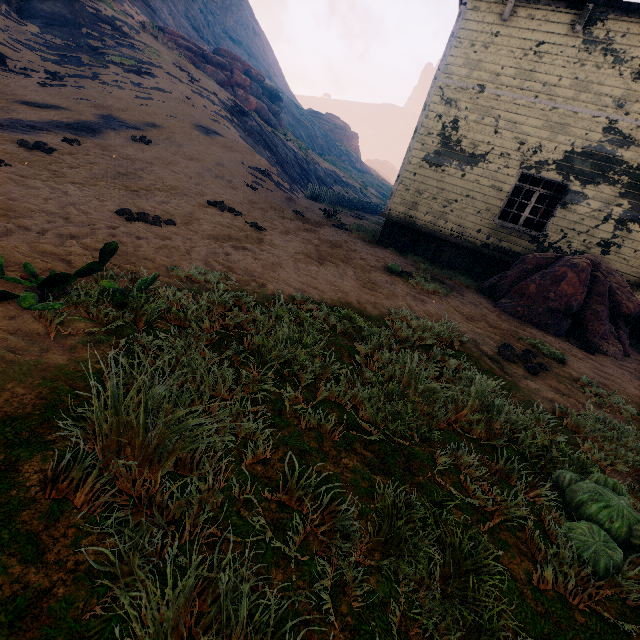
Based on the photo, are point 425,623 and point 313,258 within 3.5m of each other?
no

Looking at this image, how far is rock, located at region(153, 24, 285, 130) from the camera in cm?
2623

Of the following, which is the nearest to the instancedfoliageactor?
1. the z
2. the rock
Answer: the z

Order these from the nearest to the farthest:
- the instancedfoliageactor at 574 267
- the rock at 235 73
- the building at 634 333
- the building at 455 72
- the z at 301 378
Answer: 1. the z at 301 378
2. the instancedfoliageactor at 574 267
3. the building at 455 72
4. the building at 634 333
5. the rock at 235 73

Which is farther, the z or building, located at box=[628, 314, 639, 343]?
building, located at box=[628, 314, 639, 343]

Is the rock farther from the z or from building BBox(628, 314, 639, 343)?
building BBox(628, 314, 639, 343)

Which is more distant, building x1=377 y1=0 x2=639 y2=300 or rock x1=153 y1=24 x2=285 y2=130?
rock x1=153 y1=24 x2=285 y2=130

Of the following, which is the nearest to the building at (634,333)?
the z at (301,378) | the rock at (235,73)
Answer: the z at (301,378)
